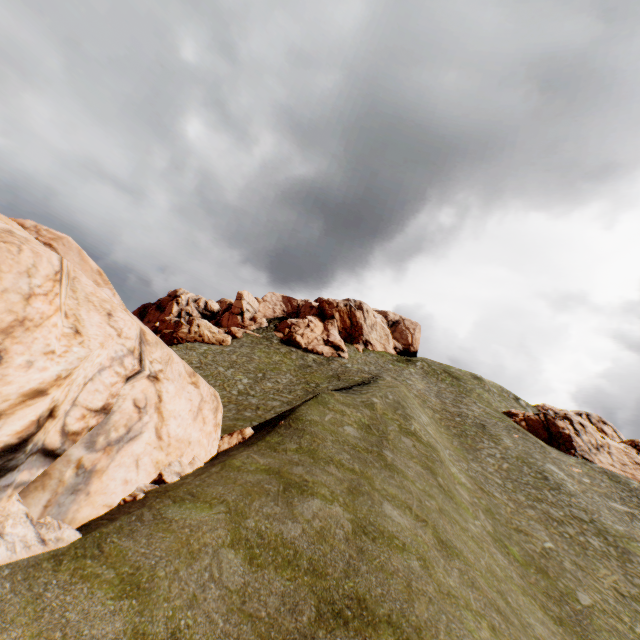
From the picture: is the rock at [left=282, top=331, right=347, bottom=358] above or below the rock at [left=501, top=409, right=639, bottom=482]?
above

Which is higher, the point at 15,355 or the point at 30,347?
the point at 30,347

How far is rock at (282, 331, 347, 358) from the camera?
57.3m

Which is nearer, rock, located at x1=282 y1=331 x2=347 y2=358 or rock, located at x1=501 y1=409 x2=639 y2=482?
rock, located at x1=501 y1=409 x2=639 y2=482

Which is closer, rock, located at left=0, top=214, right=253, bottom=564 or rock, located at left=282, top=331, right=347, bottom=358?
rock, located at left=0, top=214, right=253, bottom=564

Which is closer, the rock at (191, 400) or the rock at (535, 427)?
the rock at (191, 400)

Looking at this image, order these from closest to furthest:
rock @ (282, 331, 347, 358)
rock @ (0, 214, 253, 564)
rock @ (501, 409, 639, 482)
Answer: rock @ (0, 214, 253, 564) → rock @ (501, 409, 639, 482) → rock @ (282, 331, 347, 358)

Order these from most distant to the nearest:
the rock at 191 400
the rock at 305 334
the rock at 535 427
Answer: the rock at 305 334, the rock at 535 427, the rock at 191 400
